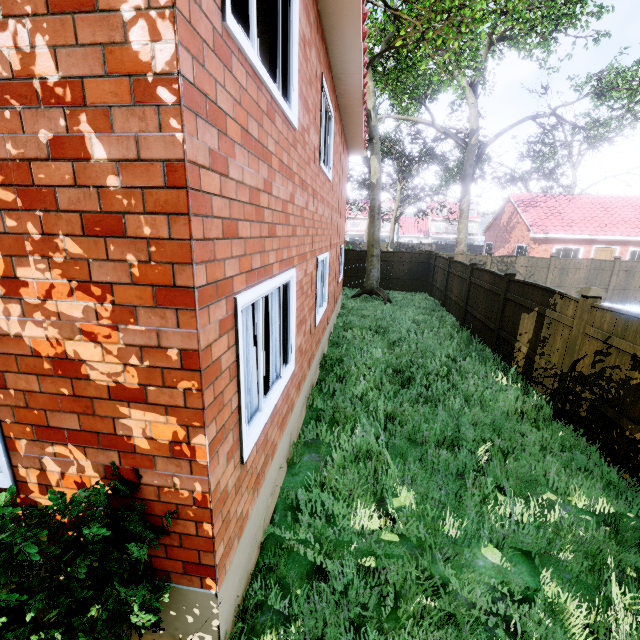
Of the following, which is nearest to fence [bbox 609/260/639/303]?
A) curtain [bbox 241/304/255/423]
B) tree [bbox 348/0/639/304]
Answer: tree [bbox 348/0/639/304]

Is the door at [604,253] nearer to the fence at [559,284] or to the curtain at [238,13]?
the fence at [559,284]

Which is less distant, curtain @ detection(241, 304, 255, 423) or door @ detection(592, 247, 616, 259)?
curtain @ detection(241, 304, 255, 423)

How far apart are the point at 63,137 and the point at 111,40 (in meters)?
0.52

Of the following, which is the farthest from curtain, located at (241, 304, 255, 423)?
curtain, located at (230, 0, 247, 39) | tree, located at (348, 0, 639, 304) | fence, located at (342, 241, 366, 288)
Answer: tree, located at (348, 0, 639, 304)

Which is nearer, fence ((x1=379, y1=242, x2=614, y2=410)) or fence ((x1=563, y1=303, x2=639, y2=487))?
fence ((x1=563, y1=303, x2=639, y2=487))

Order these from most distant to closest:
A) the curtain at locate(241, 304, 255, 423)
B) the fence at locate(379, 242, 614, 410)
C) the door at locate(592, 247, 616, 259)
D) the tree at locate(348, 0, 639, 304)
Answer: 1. the door at locate(592, 247, 616, 259)
2. the tree at locate(348, 0, 639, 304)
3. the fence at locate(379, 242, 614, 410)
4. the curtain at locate(241, 304, 255, 423)

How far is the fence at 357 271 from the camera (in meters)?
19.12
